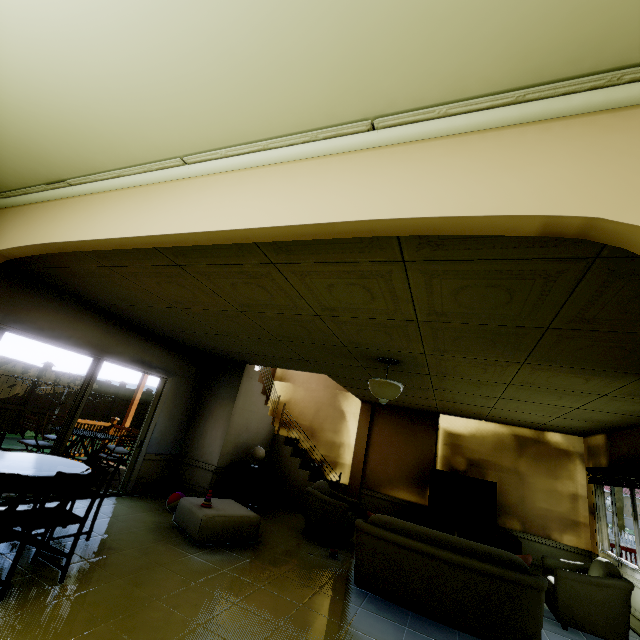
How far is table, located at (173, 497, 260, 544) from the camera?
4.24m

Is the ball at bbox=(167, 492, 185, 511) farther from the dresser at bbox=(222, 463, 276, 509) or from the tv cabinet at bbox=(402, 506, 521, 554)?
the tv cabinet at bbox=(402, 506, 521, 554)

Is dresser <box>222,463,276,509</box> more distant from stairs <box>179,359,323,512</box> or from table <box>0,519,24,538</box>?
table <box>0,519,24,538</box>

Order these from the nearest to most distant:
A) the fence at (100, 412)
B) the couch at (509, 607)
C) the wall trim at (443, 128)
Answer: the wall trim at (443, 128)
the couch at (509, 607)
the fence at (100, 412)

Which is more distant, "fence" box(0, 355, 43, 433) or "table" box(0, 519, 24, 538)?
"fence" box(0, 355, 43, 433)

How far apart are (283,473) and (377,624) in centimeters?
481cm

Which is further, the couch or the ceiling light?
the ceiling light

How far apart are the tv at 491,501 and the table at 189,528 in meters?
4.1 m
